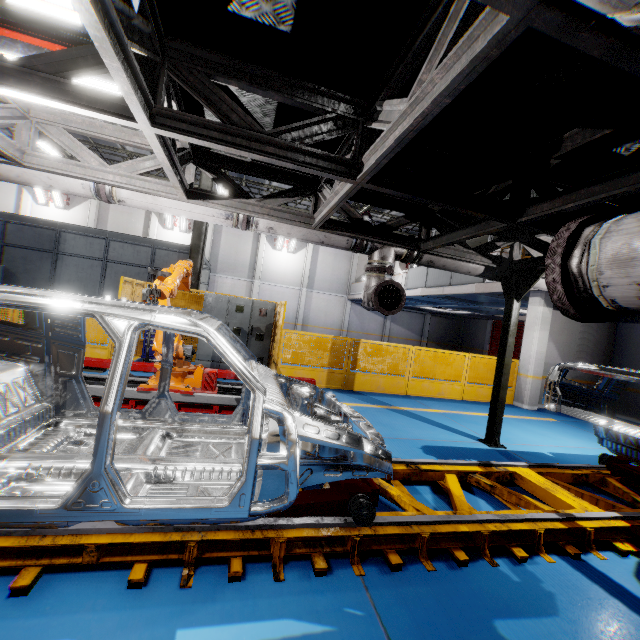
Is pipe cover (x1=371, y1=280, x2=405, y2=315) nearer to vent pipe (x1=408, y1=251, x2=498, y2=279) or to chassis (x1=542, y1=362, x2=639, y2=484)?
vent pipe (x1=408, y1=251, x2=498, y2=279)

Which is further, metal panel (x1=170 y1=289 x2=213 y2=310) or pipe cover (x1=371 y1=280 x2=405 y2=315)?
metal panel (x1=170 y1=289 x2=213 y2=310)

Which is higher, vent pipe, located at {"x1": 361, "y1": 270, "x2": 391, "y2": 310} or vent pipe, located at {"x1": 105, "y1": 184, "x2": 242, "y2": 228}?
vent pipe, located at {"x1": 105, "y1": 184, "x2": 242, "y2": 228}

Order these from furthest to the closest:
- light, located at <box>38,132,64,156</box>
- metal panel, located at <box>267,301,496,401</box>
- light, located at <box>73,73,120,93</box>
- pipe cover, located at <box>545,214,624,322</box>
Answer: light, located at <box>38,132,64,156</box>
metal panel, located at <box>267,301,496,401</box>
light, located at <box>73,73,120,93</box>
pipe cover, located at <box>545,214,624,322</box>

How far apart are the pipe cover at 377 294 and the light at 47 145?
16.7m

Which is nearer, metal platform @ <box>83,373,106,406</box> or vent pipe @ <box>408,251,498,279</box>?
metal platform @ <box>83,373,106,406</box>

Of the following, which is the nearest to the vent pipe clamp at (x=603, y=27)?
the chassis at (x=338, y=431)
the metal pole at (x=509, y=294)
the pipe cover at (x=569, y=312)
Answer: the pipe cover at (x=569, y=312)

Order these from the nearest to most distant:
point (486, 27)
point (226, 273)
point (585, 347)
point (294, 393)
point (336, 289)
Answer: point (486, 27) < point (294, 393) < point (585, 347) < point (226, 273) < point (336, 289)
